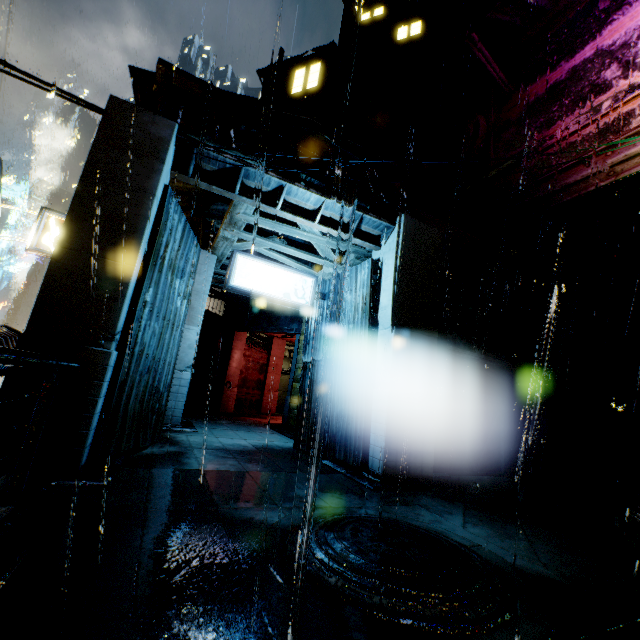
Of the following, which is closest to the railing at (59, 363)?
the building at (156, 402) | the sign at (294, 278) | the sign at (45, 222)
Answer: the building at (156, 402)

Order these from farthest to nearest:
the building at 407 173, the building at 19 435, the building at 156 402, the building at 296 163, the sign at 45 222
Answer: the building at 407 173, the sign at 45 222, the building at 296 163, the building at 156 402, the building at 19 435

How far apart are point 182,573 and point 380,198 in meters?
8.5 m

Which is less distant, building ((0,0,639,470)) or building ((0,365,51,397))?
building ((0,365,51,397))

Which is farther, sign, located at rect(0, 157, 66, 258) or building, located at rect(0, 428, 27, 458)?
sign, located at rect(0, 157, 66, 258)

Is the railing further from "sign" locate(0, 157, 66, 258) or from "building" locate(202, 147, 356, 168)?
"sign" locate(0, 157, 66, 258)

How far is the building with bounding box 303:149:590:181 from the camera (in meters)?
8.66
